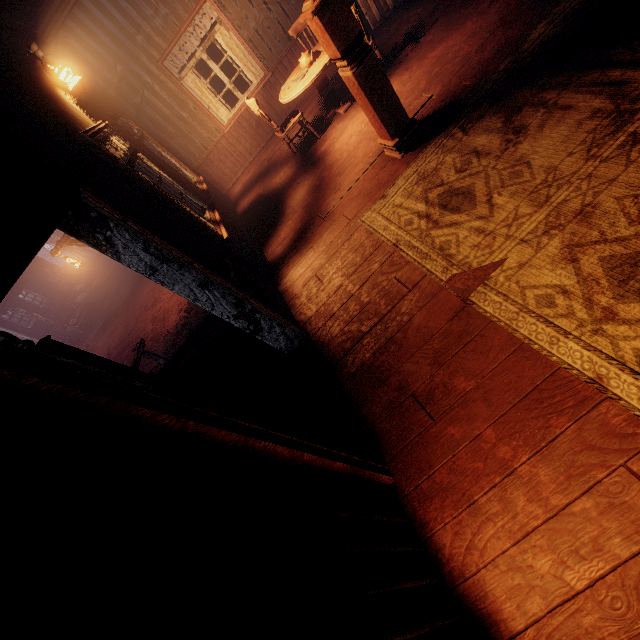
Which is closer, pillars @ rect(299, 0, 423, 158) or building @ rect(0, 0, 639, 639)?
building @ rect(0, 0, 639, 639)

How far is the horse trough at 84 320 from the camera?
16.7m

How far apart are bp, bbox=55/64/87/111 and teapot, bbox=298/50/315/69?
3.1 meters

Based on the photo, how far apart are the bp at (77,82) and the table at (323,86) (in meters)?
3.25

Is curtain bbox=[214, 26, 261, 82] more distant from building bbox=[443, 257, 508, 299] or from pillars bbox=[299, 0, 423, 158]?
pillars bbox=[299, 0, 423, 158]

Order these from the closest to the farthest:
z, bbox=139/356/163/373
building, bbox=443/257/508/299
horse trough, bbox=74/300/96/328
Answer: building, bbox=443/257/508/299
z, bbox=139/356/163/373
horse trough, bbox=74/300/96/328

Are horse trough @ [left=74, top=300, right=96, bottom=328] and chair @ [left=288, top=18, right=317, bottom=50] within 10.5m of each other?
no

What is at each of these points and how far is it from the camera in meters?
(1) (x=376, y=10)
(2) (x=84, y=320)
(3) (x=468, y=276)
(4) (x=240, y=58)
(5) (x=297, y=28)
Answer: (1) supply box set, 6.1
(2) horse trough, 16.7
(3) building, 2.5
(4) curtain, 6.7
(5) chair, 5.6
